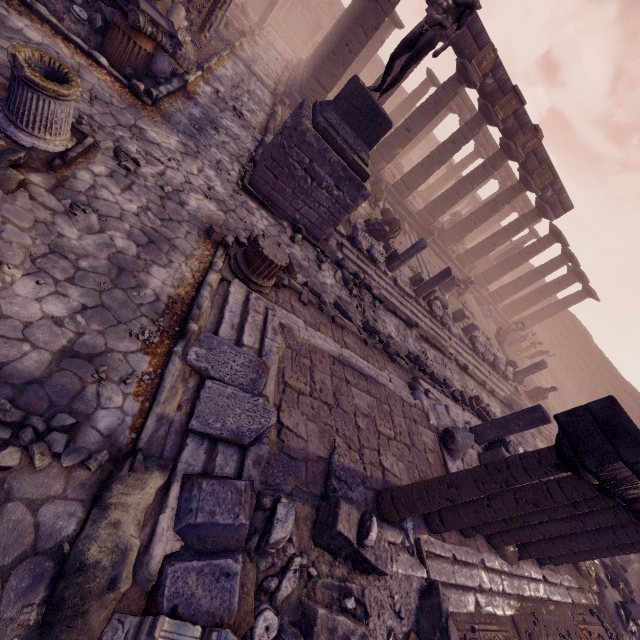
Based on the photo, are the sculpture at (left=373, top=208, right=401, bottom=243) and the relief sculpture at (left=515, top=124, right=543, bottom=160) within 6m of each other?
no

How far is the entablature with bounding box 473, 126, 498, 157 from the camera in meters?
24.7

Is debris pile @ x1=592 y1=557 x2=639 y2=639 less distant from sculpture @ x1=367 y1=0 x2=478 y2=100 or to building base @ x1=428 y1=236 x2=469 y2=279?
building base @ x1=428 y1=236 x2=469 y2=279

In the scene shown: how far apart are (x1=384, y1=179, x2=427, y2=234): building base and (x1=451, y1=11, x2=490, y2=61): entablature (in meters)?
5.29

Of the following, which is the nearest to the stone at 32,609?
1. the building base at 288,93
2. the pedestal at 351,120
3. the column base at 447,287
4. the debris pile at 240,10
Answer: the pedestal at 351,120

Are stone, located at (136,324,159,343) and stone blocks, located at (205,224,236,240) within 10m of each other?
yes

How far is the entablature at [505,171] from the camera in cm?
2648

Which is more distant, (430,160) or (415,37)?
(430,160)
